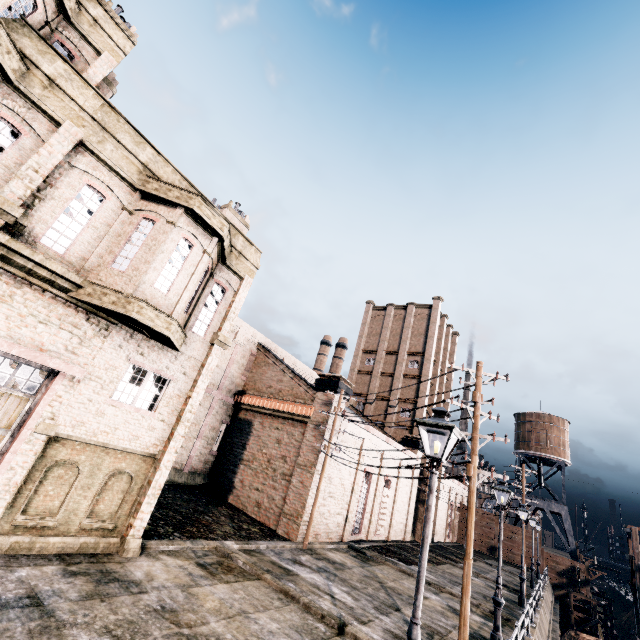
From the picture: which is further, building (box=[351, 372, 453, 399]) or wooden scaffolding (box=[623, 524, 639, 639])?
building (box=[351, 372, 453, 399])

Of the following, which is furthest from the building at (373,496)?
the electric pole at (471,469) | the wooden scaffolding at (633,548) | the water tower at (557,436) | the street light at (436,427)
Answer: the wooden scaffolding at (633,548)

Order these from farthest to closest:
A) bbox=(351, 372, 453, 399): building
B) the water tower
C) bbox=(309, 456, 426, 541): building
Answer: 1. the water tower
2. bbox=(351, 372, 453, 399): building
3. bbox=(309, 456, 426, 541): building

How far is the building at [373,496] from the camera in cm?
2167

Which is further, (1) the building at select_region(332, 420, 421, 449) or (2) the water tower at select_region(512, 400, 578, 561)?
(2) the water tower at select_region(512, 400, 578, 561)

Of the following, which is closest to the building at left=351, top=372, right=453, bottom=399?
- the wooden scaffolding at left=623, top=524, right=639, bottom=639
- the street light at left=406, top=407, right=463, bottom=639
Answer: the street light at left=406, top=407, right=463, bottom=639

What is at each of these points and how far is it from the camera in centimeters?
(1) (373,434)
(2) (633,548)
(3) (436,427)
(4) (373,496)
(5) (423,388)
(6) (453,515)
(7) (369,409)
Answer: (1) building, 2667cm
(2) wooden scaffolding, 3650cm
(3) street light, 630cm
(4) building, 2727cm
(5) building, 3956cm
(6) building, 4816cm
(7) building, 4206cm

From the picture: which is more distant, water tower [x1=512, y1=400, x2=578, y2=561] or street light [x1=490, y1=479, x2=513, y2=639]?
water tower [x1=512, y1=400, x2=578, y2=561]
